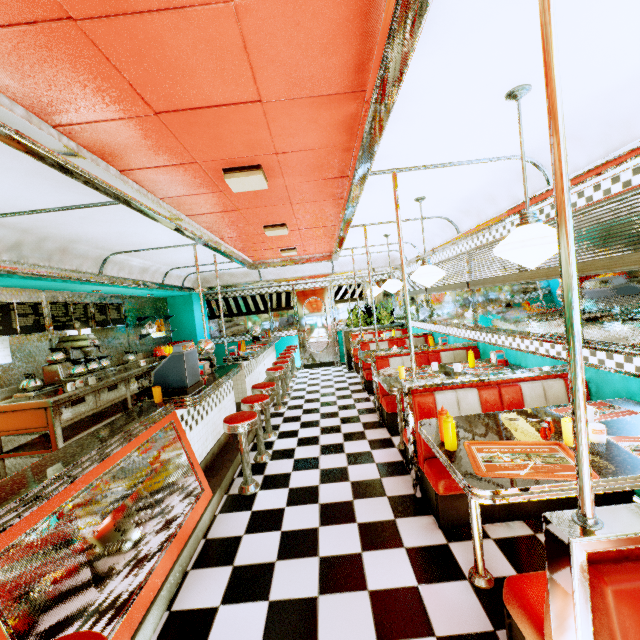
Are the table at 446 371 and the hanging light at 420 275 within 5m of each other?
yes

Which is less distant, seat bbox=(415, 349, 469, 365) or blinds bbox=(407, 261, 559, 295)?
blinds bbox=(407, 261, 559, 295)

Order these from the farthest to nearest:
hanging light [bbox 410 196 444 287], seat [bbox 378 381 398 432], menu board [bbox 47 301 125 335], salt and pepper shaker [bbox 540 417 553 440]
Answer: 1. menu board [bbox 47 301 125 335]
2. seat [bbox 378 381 398 432]
3. hanging light [bbox 410 196 444 287]
4. salt and pepper shaker [bbox 540 417 553 440]

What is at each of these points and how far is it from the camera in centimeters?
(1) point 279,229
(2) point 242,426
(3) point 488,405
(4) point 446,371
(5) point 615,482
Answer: (1) ceiling light, 484cm
(2) stool, 334cm
(3) seat, 294cm
(4) table, 410cm
(5) table, 159cm

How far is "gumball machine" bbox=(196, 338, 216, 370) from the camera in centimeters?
466cm

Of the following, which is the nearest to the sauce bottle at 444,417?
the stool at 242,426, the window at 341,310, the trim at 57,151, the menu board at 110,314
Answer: the trim at 57,151

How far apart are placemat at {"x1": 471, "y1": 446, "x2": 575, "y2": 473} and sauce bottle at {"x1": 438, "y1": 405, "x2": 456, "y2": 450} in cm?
14

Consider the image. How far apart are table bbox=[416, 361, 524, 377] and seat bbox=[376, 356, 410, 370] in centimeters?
33cm
